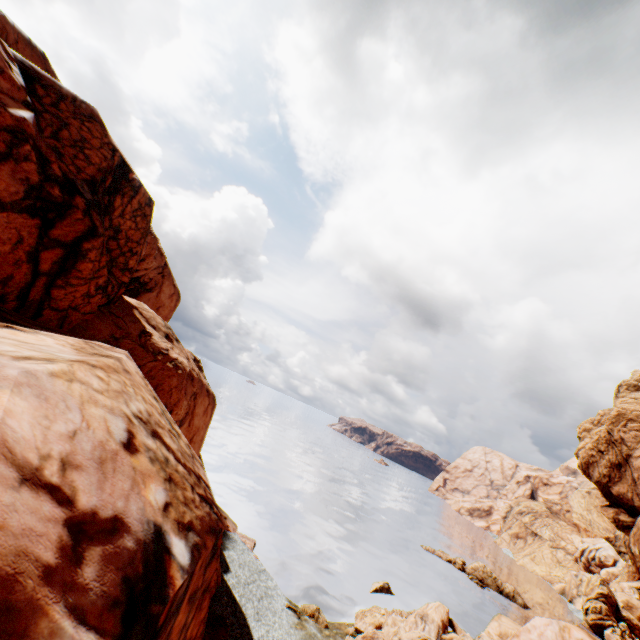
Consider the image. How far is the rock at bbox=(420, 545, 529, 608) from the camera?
52.5 meters

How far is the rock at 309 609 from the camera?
26.80m

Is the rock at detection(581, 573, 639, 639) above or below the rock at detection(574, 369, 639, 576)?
below

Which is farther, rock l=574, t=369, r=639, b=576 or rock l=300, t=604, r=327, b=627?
rock l=574, t=369, r=639, b=576

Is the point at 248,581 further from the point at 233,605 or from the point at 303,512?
the point at 303,512

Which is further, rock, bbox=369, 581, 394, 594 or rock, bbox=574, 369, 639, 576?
rock, bbox=574, 369, 639, 576

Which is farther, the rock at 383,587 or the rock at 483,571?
the rock at 483,571
